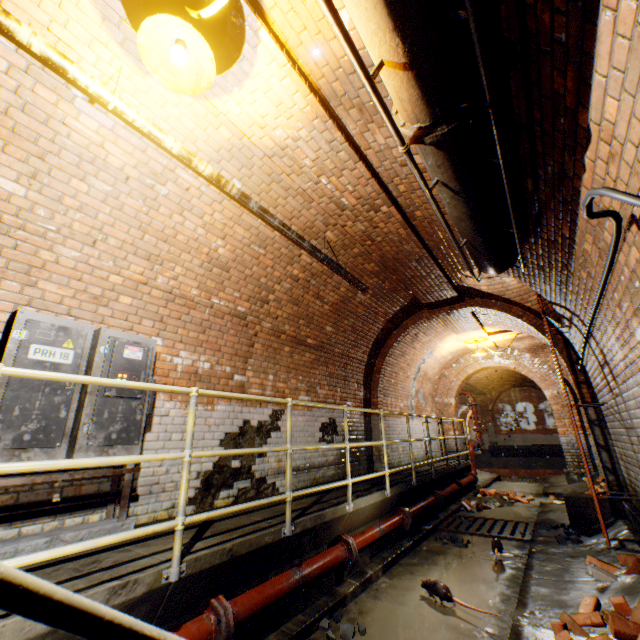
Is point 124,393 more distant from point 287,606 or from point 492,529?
point 492,529

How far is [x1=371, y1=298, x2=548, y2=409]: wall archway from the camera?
6.83m

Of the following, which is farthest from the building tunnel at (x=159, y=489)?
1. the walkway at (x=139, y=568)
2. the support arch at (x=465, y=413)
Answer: the support arch at (x=465, y=413)

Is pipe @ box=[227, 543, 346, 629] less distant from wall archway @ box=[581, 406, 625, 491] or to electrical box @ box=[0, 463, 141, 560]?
electrical box @ box=[0, 463, 141, 560]

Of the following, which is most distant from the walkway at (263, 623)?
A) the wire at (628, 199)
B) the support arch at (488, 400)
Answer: the support arch at (488, 400)

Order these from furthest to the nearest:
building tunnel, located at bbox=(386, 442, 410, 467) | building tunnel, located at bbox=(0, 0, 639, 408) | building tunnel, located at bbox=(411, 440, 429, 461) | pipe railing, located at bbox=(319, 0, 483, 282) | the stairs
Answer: building tunnel, located at bbox=(411, 440, 429, 461)
building tunnel, located at bbox=(386, 442, 410, 467)
building tunnel, located at bbox=(0, 0, 639, 408)
pipe railing, located at bbox=(319, 0, 483, 282)
the stairs

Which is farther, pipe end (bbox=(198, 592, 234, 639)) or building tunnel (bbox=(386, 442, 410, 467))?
building tunnel (bbox=(386, 442, 410, 467))

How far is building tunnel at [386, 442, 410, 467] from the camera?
8.7m
